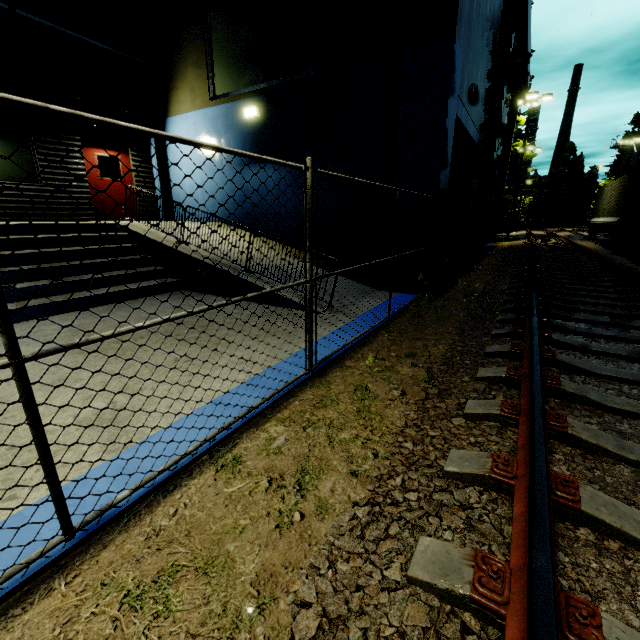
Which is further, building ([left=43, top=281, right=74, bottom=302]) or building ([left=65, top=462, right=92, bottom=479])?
building ([left=43, top=281, right=74, bottom=302])

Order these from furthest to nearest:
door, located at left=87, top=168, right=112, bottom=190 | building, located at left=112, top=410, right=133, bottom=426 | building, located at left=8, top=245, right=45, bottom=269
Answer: door, located at left=87, top=168, right=112, bottom=190, building, located at left=8, top=245, right=45, bottom=269, building, located at left=112, top=410, right=133, bottom=426

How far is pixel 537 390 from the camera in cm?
256

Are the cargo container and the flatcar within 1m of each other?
yes

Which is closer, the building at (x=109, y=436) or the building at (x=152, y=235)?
the building at (x=109, y=436)

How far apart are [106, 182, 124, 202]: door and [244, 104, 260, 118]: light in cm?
481
